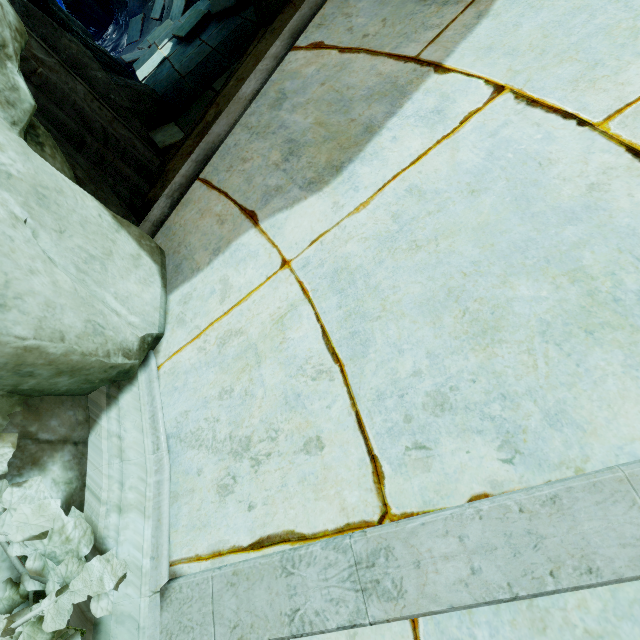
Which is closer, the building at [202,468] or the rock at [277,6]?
the building at [202,468]

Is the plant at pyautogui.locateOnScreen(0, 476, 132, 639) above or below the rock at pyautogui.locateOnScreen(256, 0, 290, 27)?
above

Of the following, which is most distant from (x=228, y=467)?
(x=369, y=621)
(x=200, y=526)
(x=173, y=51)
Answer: (x=173, y=51)

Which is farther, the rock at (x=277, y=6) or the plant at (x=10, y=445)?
the rock at (x=277, y=6)

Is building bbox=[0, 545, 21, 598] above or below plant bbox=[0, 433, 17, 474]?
below

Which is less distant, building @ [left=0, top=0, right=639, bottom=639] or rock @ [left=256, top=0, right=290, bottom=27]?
building @ [left=0, top=0, right=639, bottom=639]

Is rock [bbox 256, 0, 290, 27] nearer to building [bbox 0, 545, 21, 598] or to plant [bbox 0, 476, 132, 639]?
building [bbox 0, 545, 21, 598]
